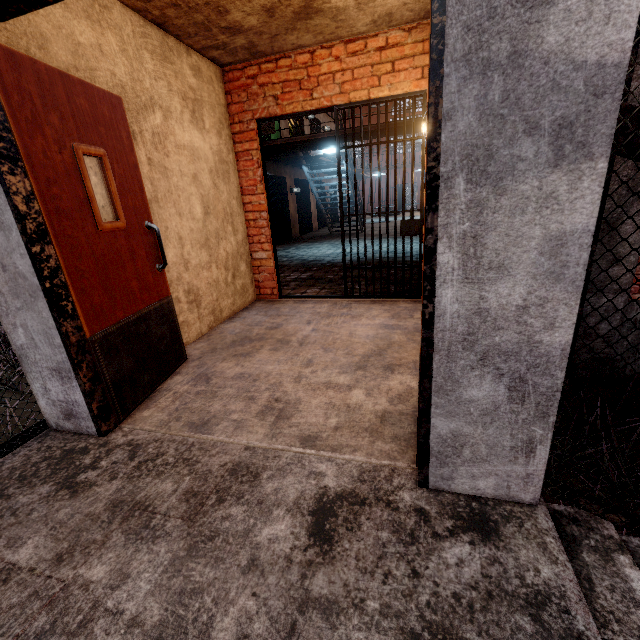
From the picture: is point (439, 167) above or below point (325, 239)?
above

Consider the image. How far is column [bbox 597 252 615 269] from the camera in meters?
3.5 m

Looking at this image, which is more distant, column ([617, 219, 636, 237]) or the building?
the building

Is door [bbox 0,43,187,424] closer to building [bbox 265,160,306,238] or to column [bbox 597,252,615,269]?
column [bbox 597,252,615,269]

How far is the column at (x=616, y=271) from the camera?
3.5m

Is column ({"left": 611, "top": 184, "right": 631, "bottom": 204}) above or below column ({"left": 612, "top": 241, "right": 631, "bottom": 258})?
above

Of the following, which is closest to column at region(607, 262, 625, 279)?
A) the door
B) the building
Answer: the door
